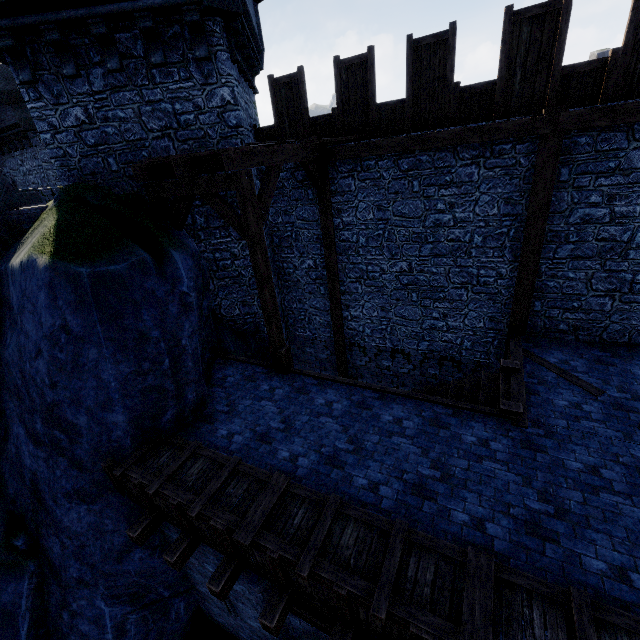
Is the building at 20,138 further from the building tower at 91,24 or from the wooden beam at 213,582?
the wooden beam at 213,582

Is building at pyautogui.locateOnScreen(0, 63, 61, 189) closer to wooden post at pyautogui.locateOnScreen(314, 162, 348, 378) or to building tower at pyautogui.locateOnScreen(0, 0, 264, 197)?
building tower at pyautogui.locateOnScreen(0, 0, 264, 197)

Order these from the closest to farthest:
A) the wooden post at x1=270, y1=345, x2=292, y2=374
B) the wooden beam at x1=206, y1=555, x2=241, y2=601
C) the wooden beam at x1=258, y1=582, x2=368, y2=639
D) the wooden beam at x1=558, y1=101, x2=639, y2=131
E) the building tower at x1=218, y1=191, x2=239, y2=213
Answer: the wooden beam at x1=258, y1=582, x2=368, y2=639 → the wooden beam at x1=206, y1=555, x2=241, y2=601 → the wooden beam at x1=558, y1=101, x2=639, y2=131 → the wooden post at x1=270, y1=345, x2=292, y2=374 → the building tower at x1=218, y1=191, x2=239, y2=213

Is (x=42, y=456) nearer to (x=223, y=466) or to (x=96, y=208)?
(x=223, y=466)

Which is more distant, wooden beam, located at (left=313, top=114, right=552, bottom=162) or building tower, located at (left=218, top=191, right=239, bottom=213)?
building tower, located at (left=218, top=191, right=239, bottom=213)

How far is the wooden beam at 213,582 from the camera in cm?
487

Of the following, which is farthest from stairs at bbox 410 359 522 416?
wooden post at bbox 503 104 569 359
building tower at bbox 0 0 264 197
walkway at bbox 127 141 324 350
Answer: building tower at bbox 0 0 264 197

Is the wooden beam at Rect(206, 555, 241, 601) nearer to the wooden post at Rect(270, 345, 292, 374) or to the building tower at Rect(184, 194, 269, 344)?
the wooden post at Rect(270, 345, 292, 374)
